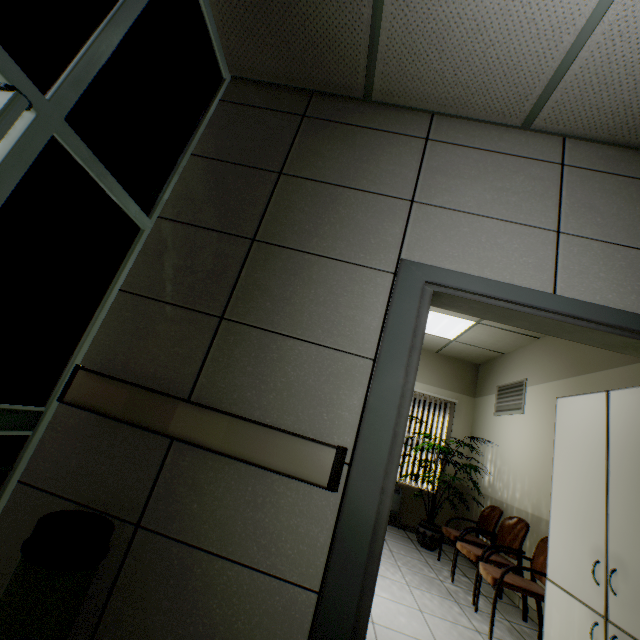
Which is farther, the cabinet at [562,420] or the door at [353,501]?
the cabinet at [562,420]

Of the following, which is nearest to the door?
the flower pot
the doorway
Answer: the doorway

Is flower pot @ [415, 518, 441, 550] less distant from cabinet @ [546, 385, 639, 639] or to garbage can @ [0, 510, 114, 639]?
cabinet @ [546, 385, 639, 639]

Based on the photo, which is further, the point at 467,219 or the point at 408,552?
the point at 408,552

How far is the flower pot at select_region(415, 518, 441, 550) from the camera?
4.78m

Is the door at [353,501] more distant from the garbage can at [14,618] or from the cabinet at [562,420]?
the garbage can at [14,618]

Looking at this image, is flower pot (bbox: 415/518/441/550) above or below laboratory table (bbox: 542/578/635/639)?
below

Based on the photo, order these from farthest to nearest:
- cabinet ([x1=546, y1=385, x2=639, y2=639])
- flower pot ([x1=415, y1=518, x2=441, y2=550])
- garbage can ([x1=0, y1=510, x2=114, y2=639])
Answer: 1. flower pot ([x1=415, y1=518, x2=441, y2=550])
2. cabinet ([x1=546, y1=385, x2=639, y2=639])
3. garbage can ([x1=0, y1=510, x2=114, y2=639])
